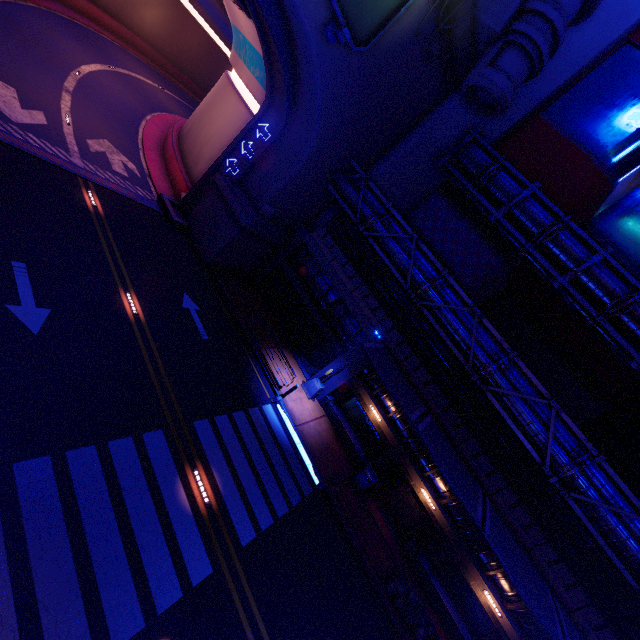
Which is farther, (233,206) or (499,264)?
(499,264)

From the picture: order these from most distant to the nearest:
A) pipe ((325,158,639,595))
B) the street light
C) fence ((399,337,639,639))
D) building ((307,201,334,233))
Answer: building ((307,201,334,233)) → the street light → fence ((399,337,639,639)) → pipe ((325,158,639,595))

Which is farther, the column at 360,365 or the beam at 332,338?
the beam at 332,338

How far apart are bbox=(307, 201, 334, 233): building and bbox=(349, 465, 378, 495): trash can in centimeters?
1486cm

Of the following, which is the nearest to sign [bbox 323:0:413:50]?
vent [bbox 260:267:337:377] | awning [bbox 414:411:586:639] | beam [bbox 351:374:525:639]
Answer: vent [bbox 260:267:337:377]

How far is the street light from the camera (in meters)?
19.08

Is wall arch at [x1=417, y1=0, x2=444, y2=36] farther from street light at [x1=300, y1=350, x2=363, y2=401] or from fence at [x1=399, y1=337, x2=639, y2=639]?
street light at [x1=300, y1=350, x2=363, y2=401]

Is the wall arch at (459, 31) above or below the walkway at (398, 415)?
above
